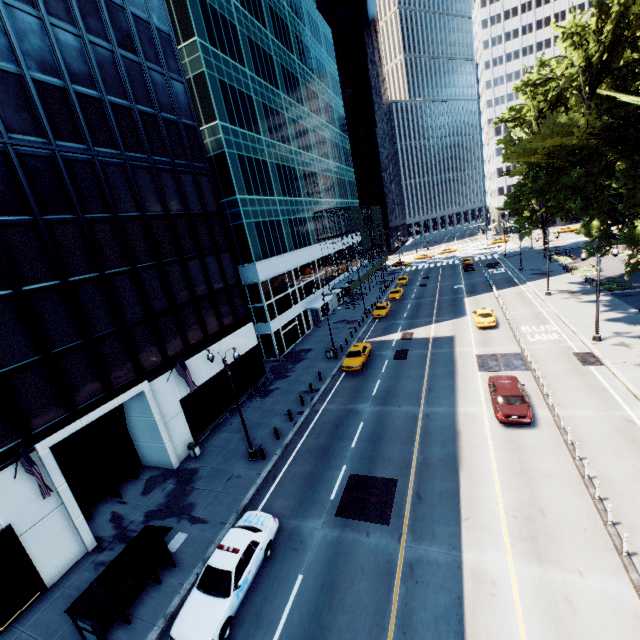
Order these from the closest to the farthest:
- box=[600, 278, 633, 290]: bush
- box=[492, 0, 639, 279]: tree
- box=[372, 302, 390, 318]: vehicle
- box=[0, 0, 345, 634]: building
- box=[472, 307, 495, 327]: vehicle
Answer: box=[0, 0, 345, 634]: building, box=[492, 0, 639, 279]: tree, box=[472, 307, 495, 327]: vehicle, box=[600, 278, 633, 290]: bush, box=[372, 302, 390, 318]: vehicle

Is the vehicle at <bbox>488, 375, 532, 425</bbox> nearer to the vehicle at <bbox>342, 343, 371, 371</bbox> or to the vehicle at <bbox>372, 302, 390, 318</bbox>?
the vehicle at <bbox>342, 343, 371, 371</bbox>

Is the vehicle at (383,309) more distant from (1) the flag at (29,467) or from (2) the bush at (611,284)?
(1) the flag at (29,467)

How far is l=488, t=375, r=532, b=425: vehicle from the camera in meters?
18.0 m

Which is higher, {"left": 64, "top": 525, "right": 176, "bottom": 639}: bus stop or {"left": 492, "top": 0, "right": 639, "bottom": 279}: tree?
{"left": 492, "top": 0, "right": 639, "bottom": 279}: tree

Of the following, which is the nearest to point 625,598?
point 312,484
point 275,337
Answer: point 312,484

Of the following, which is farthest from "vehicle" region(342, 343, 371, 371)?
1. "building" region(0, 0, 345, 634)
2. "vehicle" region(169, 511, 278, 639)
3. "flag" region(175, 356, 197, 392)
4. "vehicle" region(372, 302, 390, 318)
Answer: "vehicle" region(169, 511, 278, 639)

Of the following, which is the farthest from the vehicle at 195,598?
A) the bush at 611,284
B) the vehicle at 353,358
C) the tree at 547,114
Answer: the bush at 611,284
